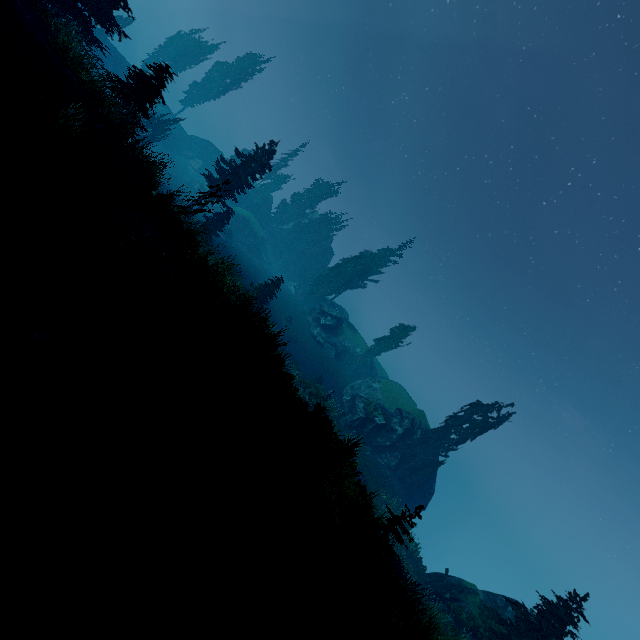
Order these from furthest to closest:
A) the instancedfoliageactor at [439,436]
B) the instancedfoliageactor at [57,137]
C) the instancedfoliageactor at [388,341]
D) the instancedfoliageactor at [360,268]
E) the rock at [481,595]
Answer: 1. the instancedfoliageactor at [360,268]
2. the instancedfoliageactor at [388,341]
3. the instancedfoliageactor at [439,436]
4. the rock at [481,595]
5. the instancedfoliageactor at [57,137]

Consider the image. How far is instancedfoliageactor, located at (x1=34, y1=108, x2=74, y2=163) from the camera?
6.92m

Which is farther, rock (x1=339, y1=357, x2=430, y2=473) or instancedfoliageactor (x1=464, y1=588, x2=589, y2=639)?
rock (x1=339, y1=357, x2=430, y2=473)

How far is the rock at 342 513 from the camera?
9.12m

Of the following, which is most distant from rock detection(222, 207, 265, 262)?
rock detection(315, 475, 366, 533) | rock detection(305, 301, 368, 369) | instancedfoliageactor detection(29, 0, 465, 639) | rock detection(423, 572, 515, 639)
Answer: rock detection(315, 475, 366, 533)

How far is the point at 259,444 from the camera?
7.3 meters

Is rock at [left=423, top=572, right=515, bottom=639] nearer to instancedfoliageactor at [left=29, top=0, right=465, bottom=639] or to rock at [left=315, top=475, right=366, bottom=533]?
instancedfoliageactor at [left=29, top=0, right=465, bottom=639]
